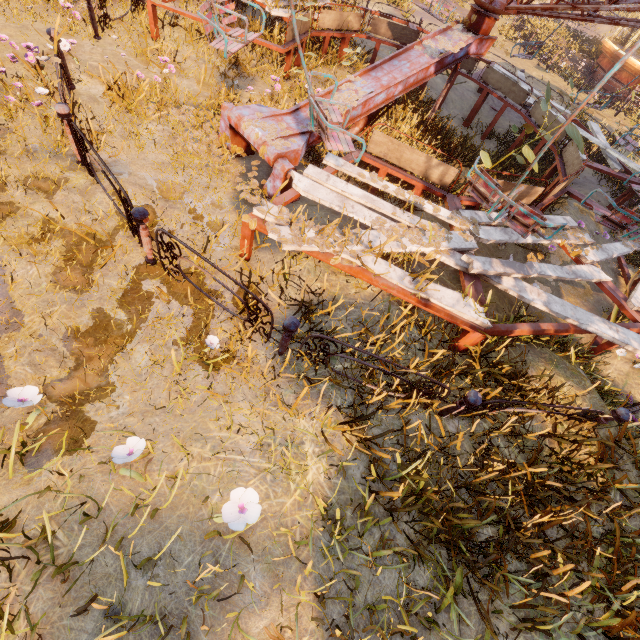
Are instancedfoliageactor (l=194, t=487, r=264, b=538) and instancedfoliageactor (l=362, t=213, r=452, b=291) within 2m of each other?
no

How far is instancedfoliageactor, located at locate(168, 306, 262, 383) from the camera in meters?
3.1 m

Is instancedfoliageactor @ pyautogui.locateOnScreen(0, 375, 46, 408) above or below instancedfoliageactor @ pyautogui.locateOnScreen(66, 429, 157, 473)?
below

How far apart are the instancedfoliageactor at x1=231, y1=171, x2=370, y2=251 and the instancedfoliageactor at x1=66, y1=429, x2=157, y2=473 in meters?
2.3

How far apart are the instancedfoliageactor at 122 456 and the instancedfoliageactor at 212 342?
1.1m

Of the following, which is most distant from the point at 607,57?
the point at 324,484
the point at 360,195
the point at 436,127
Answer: the point at 324,484

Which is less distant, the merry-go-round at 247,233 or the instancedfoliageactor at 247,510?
the instancedfoliageactor at 247,510

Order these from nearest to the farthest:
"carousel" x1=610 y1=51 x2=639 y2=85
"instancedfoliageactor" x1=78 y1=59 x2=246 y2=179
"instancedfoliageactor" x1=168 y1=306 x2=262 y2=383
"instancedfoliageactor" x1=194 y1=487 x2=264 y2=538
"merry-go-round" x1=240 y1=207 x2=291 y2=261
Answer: "instancedfoliageactor" x1=194 y1=487 x2=264 y2=538
"instancedfoliageactor" x1=168 y1=306 x2=262 y2=383
"merry-go-round" x1=240 y1=207 x2=291 y2=261
"instancedfoliageactor" x1=78 y1=59 x2=246 y2=179
"carousel" x1=610 y1=51 x2=639 y2=85
